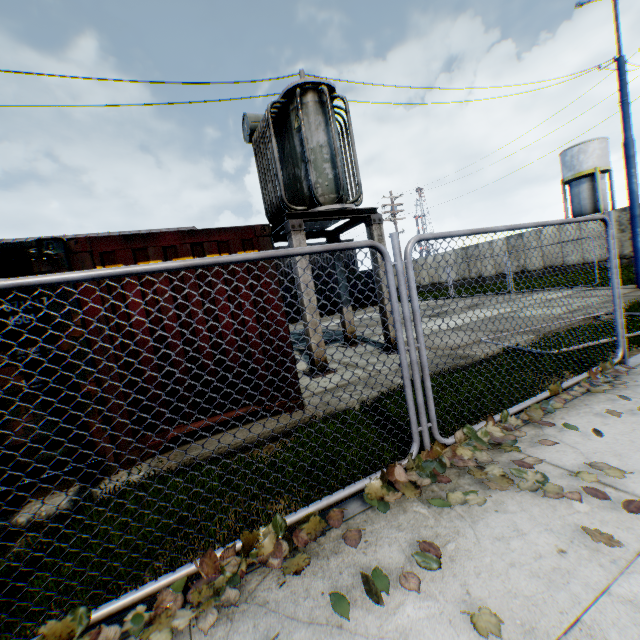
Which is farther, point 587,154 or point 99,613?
point 587,154

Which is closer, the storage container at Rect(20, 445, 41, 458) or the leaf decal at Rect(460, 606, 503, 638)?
the leaf decal at Rect(460, 606, 503, 638)

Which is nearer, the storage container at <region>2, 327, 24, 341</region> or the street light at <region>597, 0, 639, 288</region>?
the storage container at <region>2, 327, 24, 341</region>

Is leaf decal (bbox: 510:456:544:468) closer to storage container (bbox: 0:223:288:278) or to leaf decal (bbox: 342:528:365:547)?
leaf decal (bbox: 342:528:365:547)

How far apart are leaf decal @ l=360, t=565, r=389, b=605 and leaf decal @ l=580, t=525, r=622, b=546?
1.1 meters

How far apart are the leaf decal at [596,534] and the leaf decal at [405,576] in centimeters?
109cm

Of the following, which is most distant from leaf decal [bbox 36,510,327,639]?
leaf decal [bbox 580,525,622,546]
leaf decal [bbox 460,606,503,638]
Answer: leaf decal [bbox 580,525,622,546]

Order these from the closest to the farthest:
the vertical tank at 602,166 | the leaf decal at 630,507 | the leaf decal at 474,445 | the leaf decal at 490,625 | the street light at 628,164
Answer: the leaf decal at 490,625, the leaf decal at 630,507, the leaf decal at 474,445, the street light at 628,164, the vertical tank at 602,166
